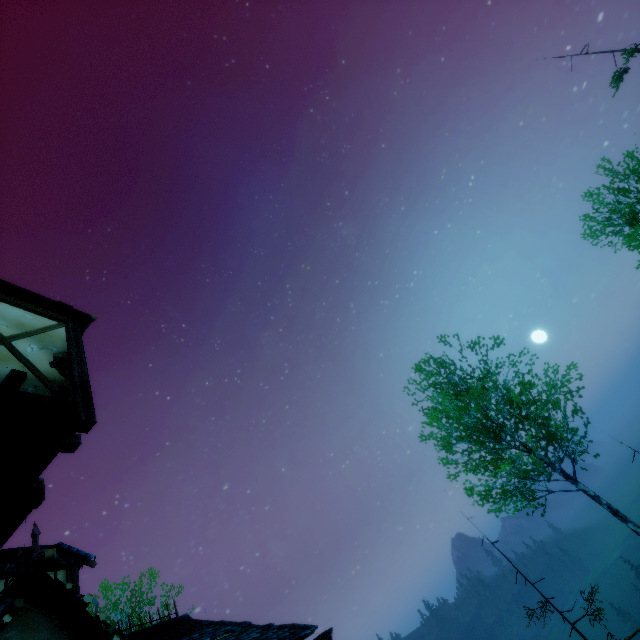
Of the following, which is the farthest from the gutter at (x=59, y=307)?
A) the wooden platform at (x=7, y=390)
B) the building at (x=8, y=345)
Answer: the wooden platform at (x=7, y=390)

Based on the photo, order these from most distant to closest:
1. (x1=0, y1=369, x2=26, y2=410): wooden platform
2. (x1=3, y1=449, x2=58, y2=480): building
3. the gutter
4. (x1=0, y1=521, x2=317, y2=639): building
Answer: the gutter → (x1=3, y1=449, x2=58, y2=480): building → (x1=0, y1=369, x2=26, y2=410): wooden platform → (x1=0, y1=521, x2=317, y2=639): building

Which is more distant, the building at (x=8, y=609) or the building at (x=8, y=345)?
the building at (x=8, y=345)

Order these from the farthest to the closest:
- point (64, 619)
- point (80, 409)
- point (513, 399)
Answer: point (513, 399) < point (80, 409) < point (64, 619)

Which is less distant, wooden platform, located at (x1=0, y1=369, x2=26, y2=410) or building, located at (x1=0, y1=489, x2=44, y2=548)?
wooden platform, located at (x1=0, y1=369, x2=26, y2=410)

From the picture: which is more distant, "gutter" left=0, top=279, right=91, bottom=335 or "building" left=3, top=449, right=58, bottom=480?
"gutter" left=0, top=279, right=91, bottom=335

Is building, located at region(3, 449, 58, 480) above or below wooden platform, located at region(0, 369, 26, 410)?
above
